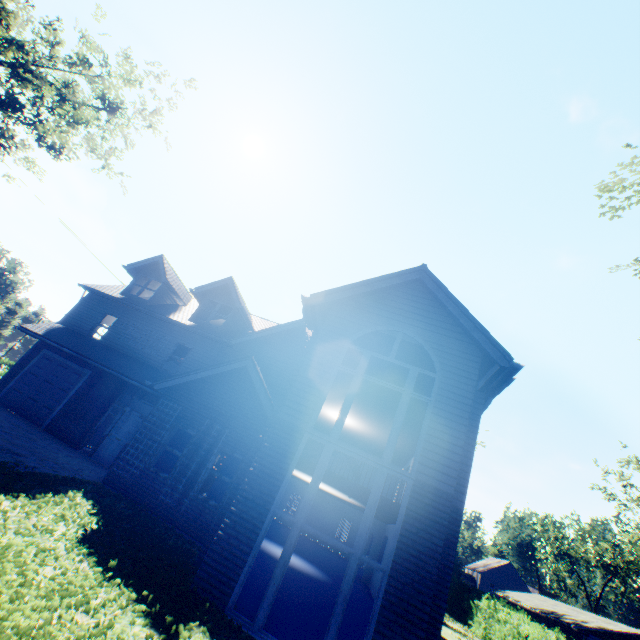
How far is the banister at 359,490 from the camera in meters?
12.1

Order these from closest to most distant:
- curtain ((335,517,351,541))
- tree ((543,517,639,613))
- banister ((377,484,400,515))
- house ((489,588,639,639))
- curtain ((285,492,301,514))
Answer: banister ((377,484,400,515))
curtain ((335,517,351,541))
curtain ((285,492,301,514))
house ((489,588,639,639))
tree ((543,517,639,613))

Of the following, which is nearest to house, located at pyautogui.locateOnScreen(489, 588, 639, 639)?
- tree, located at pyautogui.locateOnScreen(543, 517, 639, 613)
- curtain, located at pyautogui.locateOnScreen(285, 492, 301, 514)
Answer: tree, located at pyautogui.locateOnScreen(543, 517, 639, 613)

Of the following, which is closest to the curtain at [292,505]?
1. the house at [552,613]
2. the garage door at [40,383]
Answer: the garage door at [40,383]

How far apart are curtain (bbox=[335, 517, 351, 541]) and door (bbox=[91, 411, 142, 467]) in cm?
2153

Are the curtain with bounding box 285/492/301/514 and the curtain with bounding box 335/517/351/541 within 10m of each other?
yes

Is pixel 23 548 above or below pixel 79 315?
below

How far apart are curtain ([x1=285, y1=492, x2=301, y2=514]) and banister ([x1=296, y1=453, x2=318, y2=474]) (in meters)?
19.80
